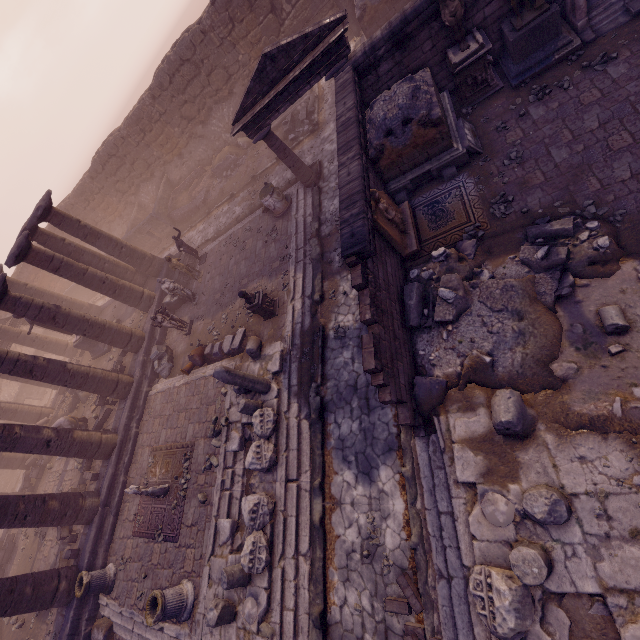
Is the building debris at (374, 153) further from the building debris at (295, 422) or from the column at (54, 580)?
the column at (54, 580)

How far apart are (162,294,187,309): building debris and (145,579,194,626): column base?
10.9 meters

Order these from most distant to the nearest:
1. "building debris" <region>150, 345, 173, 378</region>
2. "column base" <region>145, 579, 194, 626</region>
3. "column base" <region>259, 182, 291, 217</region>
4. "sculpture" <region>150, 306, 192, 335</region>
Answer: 1. "building debris" <region>150, 345, 173, 378</region>
2. "sculpture" <region>150, 306, 192, 335</region>
3. "column base" <region>259, 182, 291, 217</region>
4. "column base" <region>145, 579, 194, 626</region>

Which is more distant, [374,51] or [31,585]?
[31,585]

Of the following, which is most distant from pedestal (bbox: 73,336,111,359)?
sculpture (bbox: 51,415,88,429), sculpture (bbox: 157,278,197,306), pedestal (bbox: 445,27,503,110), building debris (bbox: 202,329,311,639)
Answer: pedestal (bbox: 445,27,503,110)

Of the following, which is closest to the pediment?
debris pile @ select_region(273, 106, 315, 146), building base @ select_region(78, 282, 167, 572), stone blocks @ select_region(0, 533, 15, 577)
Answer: debris pile @ select_region(273, 106, 315, 146)

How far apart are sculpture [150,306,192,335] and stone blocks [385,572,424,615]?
11.7 meters

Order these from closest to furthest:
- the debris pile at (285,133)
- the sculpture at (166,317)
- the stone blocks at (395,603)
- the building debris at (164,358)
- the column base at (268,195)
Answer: the stone blocks at (395,603) → the column base at (268,195) → the sculpture at (166,317) → the building debris at (164,358) → the debris pile at (285,133)
